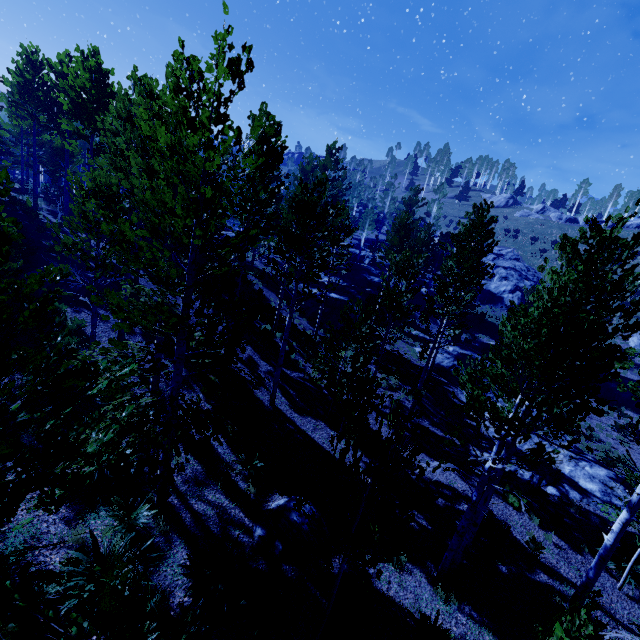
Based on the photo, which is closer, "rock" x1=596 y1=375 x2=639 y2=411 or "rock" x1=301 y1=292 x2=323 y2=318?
"rock" x1=301 y1=292 x2=323 y2=318

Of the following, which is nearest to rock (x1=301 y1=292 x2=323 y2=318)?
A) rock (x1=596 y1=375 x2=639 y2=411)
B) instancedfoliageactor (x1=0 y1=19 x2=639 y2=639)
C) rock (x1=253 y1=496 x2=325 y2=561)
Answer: instancedfoliageactor (x1=0 y1=19 x2=639 y2=639)

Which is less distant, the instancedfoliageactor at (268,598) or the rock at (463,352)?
the instancedfoliageactor at (268,598)

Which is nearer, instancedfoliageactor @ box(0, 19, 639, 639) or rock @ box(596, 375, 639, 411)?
instancedfoliageactor @ box(0, 19, 639, 639)

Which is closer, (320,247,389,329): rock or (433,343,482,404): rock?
(433,343,482,404): rock

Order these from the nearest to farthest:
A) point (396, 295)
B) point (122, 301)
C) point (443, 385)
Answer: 1. point (122, 301)
2. point (396, 295)
3. point (443, 385)

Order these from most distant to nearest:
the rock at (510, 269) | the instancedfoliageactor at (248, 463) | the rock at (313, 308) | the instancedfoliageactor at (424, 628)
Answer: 1. the rock at (510, 269)
2. the rock at (313, 308)
3. the instancedfoliageactor at (248, 463)
4. the instancedfoliageactor at (424, 628)
